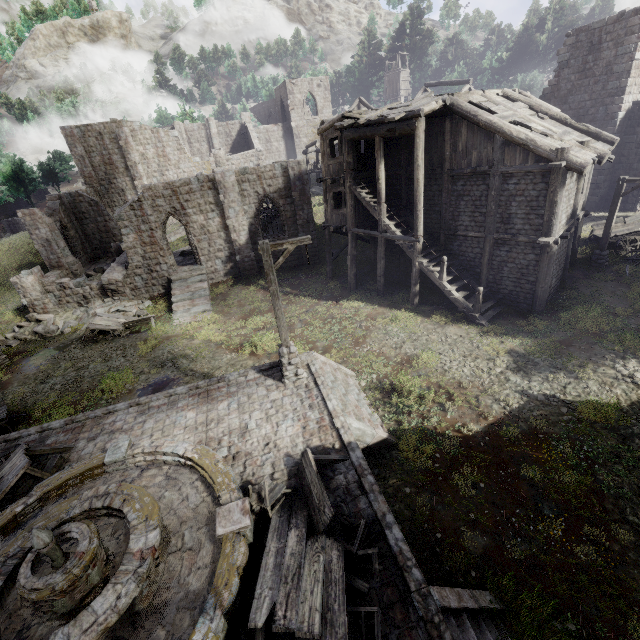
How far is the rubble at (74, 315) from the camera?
20.9 meters

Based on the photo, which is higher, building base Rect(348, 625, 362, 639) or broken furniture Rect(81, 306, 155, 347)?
building base Rect(348, 625, 362, 639)

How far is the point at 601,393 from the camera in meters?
10.7 m

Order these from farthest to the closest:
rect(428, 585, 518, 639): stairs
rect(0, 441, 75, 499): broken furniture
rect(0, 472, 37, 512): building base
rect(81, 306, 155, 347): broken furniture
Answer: rect(81, 306, 155, 347): broken furniture
rect(0, 472, 37, 512): building base
rect(0, 441, 75, 499): broken furniture
rect(428, 585, 518, 639): stairs

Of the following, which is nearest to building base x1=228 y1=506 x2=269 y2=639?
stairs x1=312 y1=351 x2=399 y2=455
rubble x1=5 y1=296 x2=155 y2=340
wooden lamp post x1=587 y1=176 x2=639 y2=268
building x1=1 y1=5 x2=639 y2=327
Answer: stairs x1=312 y1=351 x2=399 y2=455

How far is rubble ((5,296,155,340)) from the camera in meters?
20.9 m

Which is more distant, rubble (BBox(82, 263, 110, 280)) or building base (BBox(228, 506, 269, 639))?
rubble (BBox(82, 263, 110, 280))

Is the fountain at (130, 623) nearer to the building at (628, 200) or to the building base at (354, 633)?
the building base at (354, 633)
